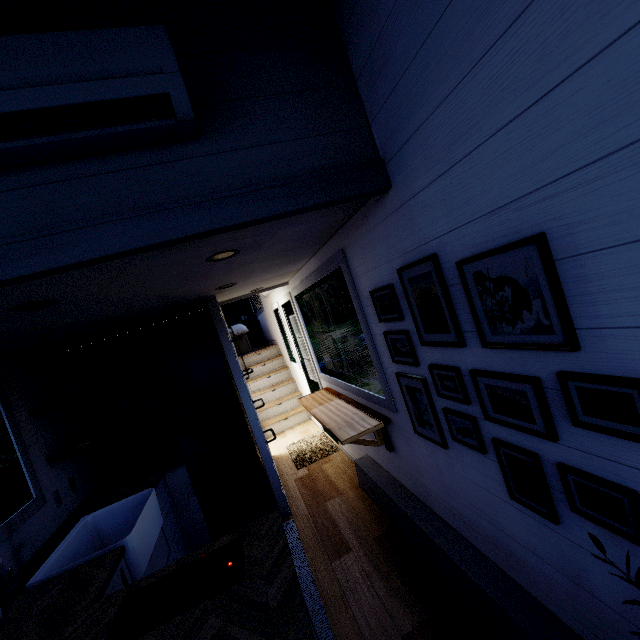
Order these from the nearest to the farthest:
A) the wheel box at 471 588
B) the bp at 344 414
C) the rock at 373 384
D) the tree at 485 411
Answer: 1. the tree at 485 411
2. the wheel box at 471 588
3. the bp at 344 414
4. the rock at 373 384

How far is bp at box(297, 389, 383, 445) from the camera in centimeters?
259cm

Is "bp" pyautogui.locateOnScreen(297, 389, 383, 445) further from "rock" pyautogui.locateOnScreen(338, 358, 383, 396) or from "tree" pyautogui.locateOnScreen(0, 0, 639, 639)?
"rock" pyautogui.locateOnScreen(338, 358, 383, 396)

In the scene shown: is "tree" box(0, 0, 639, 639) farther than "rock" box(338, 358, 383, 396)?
No

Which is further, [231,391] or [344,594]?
[231,391]

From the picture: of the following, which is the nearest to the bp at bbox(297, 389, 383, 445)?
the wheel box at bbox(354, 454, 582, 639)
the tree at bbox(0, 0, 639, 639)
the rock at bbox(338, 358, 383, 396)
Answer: the tree at bbox(0, 0, 639, 639)

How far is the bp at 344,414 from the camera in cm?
259

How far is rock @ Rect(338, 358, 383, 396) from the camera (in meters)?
10.94
